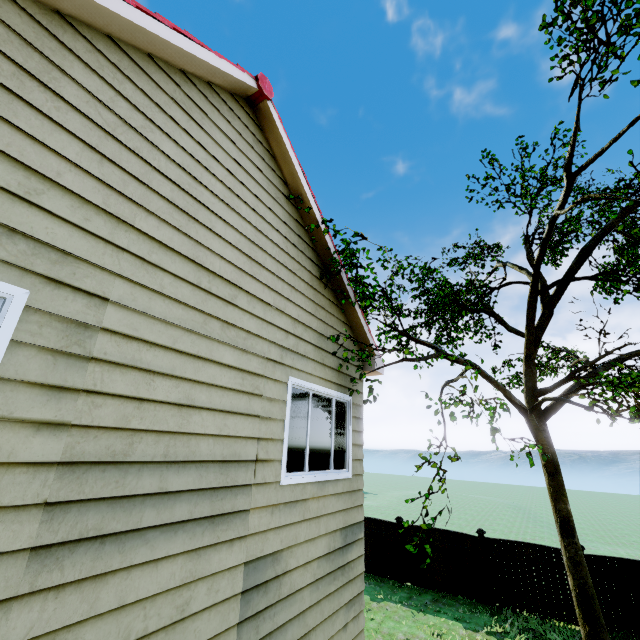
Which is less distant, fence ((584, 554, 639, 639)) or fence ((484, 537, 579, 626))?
fence ((584, 554, 639, 639))

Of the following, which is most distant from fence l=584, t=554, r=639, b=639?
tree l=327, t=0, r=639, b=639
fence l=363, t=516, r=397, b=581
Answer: tree l=327, t=0, r=639, b=639

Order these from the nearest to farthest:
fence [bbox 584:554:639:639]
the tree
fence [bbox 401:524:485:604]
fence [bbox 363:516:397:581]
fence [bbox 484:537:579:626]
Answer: the tree, fence [bbox 584:554:639:639], fence [bbox 484:537:579:626], fence [bbox 401:524:485:604], fence [bbox 363:516:397:581]

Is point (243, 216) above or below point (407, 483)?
above

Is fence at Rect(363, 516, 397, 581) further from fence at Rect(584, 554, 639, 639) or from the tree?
the tree

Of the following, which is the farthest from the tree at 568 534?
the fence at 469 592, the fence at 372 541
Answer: the fence at 372 541
